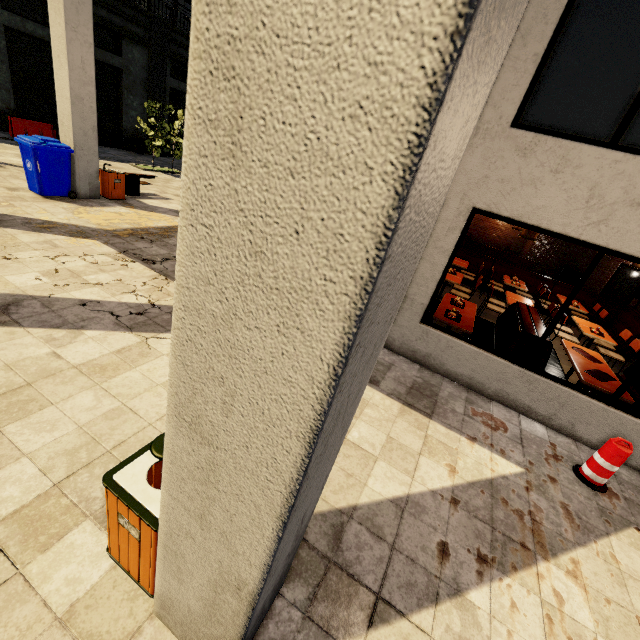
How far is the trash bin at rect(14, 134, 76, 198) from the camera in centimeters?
764cm

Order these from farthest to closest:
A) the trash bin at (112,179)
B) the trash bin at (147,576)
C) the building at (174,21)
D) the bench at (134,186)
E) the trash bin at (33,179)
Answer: the bench at (134,186)
the trash bin at (112,179)
the trash bin at (33,179)
the trash bin at (147,576)
the building at (174,21)

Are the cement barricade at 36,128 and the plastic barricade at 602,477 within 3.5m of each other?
no

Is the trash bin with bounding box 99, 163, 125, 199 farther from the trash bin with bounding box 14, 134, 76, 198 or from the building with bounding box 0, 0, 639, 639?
the trash bin with bounding box 14, 134, 76, 198

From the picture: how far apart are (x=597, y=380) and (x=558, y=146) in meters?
3.6

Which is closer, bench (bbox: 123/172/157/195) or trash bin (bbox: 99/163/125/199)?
trash bin (bbox: 99/163/125/199)

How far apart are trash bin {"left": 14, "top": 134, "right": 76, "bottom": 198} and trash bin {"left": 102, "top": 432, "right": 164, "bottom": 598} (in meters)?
9.05

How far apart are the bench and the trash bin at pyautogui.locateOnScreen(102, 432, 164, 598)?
10.6m
